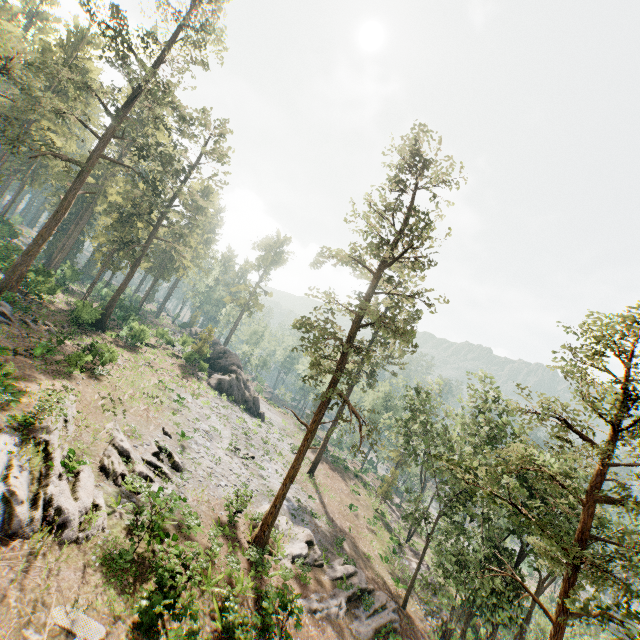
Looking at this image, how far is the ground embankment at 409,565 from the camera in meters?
32.0 m

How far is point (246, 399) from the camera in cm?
4594

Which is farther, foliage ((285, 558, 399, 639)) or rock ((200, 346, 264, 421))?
rock ((200, 346, 264, 421))

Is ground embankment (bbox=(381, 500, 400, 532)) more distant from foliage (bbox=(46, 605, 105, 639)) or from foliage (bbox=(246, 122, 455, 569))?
foliage (bbox=(46, 605, 105, 639))

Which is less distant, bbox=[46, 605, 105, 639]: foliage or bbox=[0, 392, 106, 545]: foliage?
bbox=[46, 605, 105, 639]: foliage

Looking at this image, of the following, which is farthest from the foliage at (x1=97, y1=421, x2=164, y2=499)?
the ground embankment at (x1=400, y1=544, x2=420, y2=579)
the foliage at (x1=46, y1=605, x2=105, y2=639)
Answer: the foliage at (x1=46, y1=605, x2=105, y2=639)

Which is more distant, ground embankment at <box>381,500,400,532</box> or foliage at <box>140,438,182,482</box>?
ground embankment at <box>381,500,400,532</box>

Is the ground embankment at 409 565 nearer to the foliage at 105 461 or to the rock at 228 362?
the foliage at 105 461
